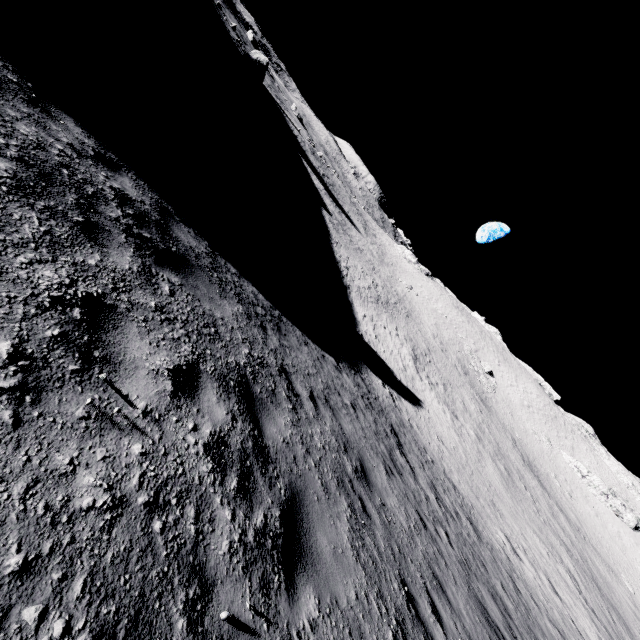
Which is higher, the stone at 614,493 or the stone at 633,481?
the stone at 633,481

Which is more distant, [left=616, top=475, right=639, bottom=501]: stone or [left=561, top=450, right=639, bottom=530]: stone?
[left=616, top=475, right=639, bottom=501]: stone

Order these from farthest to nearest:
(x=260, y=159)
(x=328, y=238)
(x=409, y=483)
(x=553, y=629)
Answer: (x=328, y=238) < (x=260, y=159) < (x=553, y=629) < (x=409, y=483)

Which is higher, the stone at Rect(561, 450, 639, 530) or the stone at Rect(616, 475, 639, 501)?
the stone at Rect(616, 475, 639, 501)

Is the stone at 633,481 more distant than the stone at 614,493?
Answer: Yes
